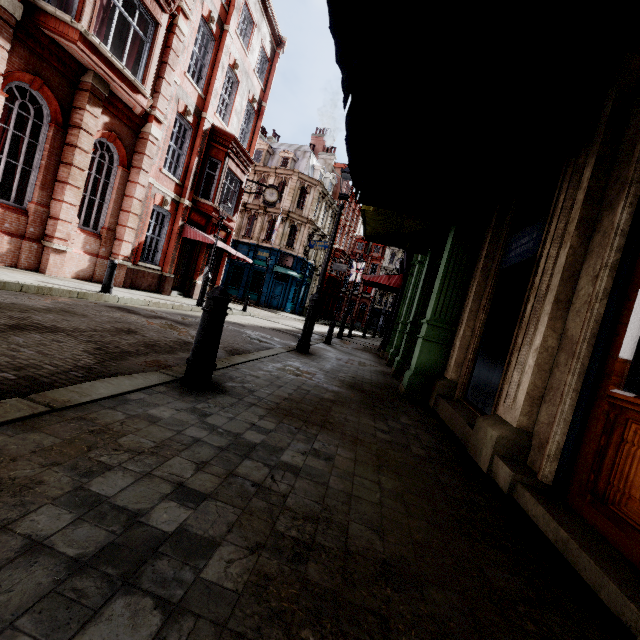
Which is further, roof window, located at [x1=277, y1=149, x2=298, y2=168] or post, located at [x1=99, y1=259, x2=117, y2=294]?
roof window, located at [x1=277, y1=149, x2=298, y2=168]

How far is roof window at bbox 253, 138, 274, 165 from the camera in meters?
34.3 m

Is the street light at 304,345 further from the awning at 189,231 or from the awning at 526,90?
the awning at 189,231

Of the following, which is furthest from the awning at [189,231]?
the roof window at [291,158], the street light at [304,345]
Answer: the roof window at [291,158]

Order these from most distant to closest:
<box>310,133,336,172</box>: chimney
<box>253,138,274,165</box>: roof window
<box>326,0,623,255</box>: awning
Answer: <box>310,133,336,172</box>: chimney → <box>253,138,274,165</box>: roof window → <box>326,0,623,255</box>: awning

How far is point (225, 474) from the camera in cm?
174

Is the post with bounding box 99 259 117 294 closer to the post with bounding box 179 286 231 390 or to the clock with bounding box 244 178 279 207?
the post with bounding box 179 286 231 390

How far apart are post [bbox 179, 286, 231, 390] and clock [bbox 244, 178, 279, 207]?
18.52m
